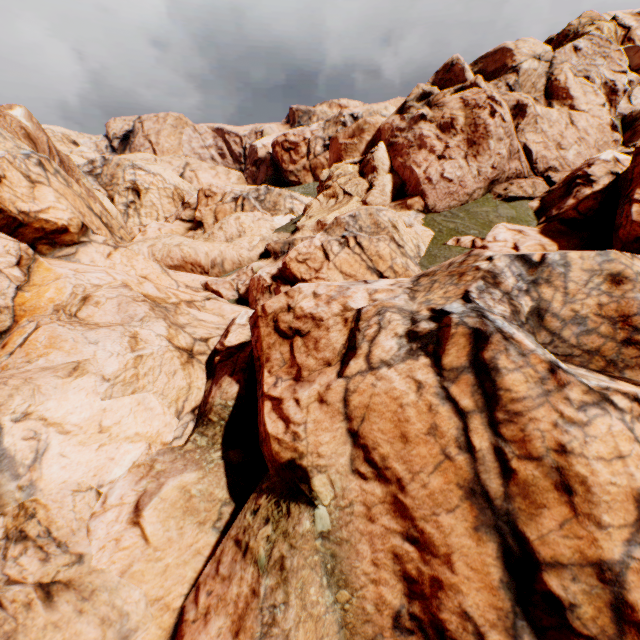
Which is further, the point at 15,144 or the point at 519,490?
the point at 15,144
